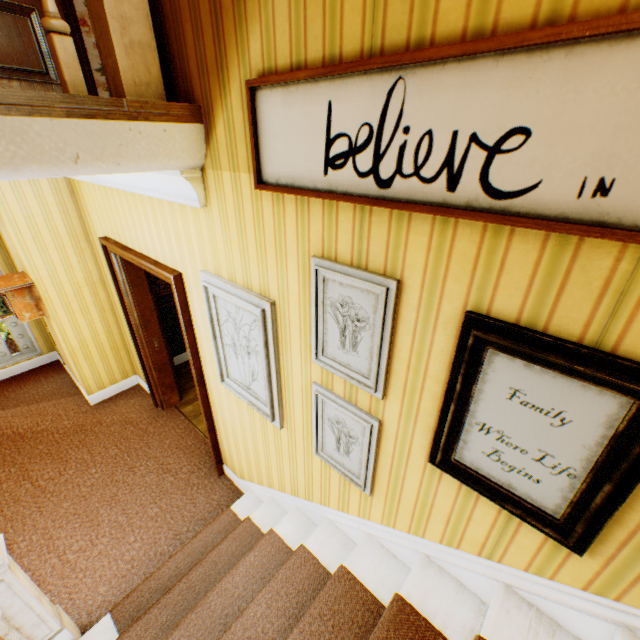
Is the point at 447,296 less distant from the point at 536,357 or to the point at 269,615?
the point at 536,357

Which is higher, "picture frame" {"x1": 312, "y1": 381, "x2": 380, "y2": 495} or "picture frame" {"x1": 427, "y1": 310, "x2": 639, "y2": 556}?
"picture frame" {"x1": 427, "y1": 310, "x2": 639, "y2": 556}

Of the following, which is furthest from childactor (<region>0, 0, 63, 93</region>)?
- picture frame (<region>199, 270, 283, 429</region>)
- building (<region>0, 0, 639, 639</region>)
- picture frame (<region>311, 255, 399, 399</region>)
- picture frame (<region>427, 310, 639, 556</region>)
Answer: picture frame (<region>427, 310, 639, 556</region>)

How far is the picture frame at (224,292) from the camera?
1.92m

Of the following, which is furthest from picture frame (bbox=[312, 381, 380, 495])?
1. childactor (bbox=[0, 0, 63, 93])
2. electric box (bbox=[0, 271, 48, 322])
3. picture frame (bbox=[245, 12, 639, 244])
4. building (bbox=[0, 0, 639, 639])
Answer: electric box (bbox=[0, 271, 48, 322])

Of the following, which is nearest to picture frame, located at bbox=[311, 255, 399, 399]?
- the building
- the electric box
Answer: the building

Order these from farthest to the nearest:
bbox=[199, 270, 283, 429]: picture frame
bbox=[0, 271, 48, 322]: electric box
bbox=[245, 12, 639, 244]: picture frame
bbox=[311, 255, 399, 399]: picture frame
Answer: bbox=[0, 271, 48, 322]: electric box < bbox=[199, 270, 283, 429]: picture frame < bbox=[311, 255, 399, 399]: picture frame < bbox=[245, 12, 639, 244]: picture frame

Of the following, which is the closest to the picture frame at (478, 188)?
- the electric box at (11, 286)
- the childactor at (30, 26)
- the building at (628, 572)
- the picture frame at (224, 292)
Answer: the building at (628, 572)
